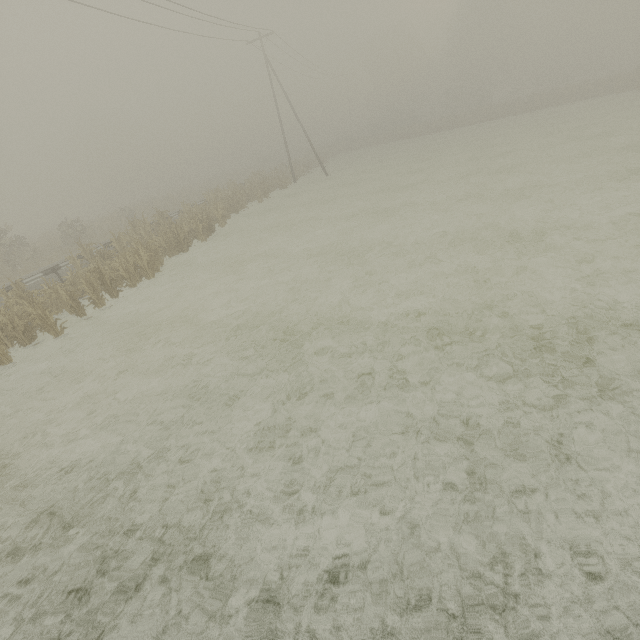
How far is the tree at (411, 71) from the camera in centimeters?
5794cm

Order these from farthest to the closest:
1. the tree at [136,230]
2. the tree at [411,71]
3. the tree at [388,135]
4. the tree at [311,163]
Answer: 1. the tree at [411,71]
2. the tree at [388,135]
3. the tree at [311,163]
4. the tree at [136,230]

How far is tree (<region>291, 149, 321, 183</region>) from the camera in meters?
38.2

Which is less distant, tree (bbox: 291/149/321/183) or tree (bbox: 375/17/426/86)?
tree (bbox: 291/149/321/183)

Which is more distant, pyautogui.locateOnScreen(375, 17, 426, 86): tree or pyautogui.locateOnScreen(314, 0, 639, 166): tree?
pyautogui.locateOnScreen(375, 17, 426, 86): tree

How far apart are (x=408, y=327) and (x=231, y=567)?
5.5 meters

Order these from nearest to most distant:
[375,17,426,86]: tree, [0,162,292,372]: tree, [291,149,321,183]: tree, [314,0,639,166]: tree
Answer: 1. [0,162,292,372]: tree
2. [291,149,321,183]: tree
3. [314,0,639,166]: tree
4. [375,17,426,86]: tree
